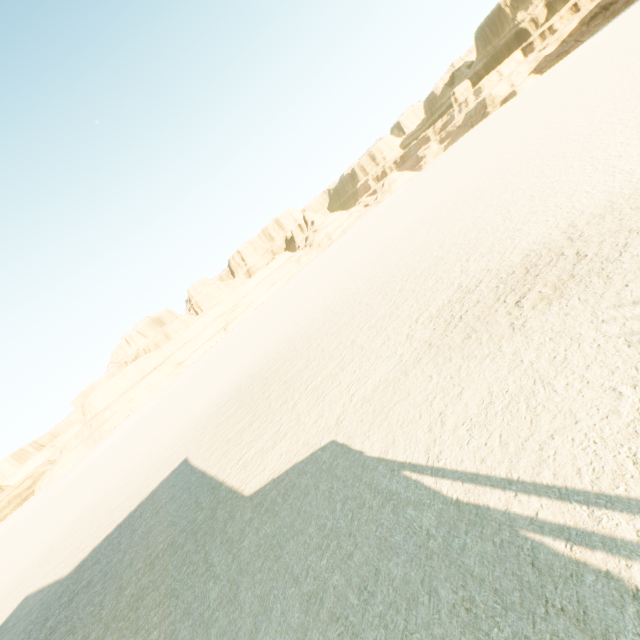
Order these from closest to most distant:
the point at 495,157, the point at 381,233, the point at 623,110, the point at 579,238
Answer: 1. the point at 579,238
2. the point at 623,110
3. the point at 495,157
4. the point at 381,233
